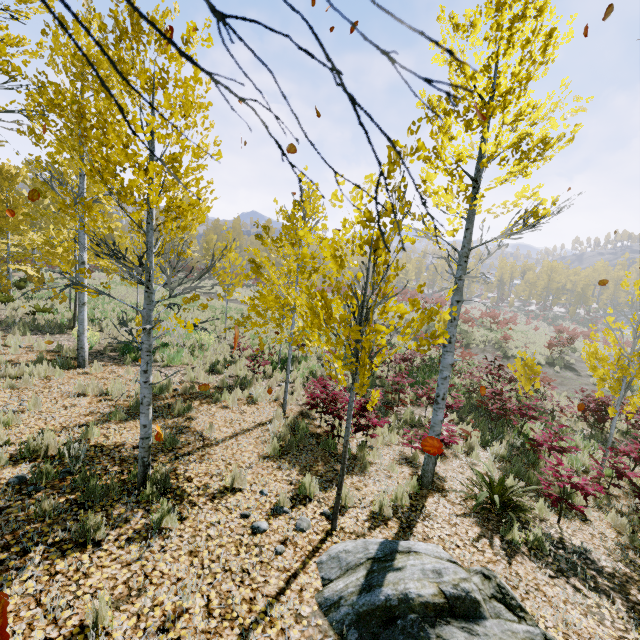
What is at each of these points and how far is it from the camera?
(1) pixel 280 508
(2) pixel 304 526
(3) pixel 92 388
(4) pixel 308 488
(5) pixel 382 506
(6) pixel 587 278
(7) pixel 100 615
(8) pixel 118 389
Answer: (1) instancedfoliageactor, 4.83m
(2) instancedfoliageactor, 4.54m
(3) instancedfoliageactor, 7.64m
(4) instancedfoliageactor, 5.35m
(5) instancedfoliageactor, 5.12m
(6) instancedfoliageactor, 53.06m
(7) instancedfoliageactor, 2.87m
(8) instancedfoliageactor, 7.72m

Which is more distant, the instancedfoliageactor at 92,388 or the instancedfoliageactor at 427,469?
the instancedfoliageactor at 92,388

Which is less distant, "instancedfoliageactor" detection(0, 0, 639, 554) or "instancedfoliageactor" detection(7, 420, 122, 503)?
"instancedfoliageactor" detection(0, 0, 639, 554)

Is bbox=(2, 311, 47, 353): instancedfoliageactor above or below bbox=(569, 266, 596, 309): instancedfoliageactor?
below

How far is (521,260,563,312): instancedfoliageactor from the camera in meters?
57.3

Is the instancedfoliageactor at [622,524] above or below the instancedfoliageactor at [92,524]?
below
